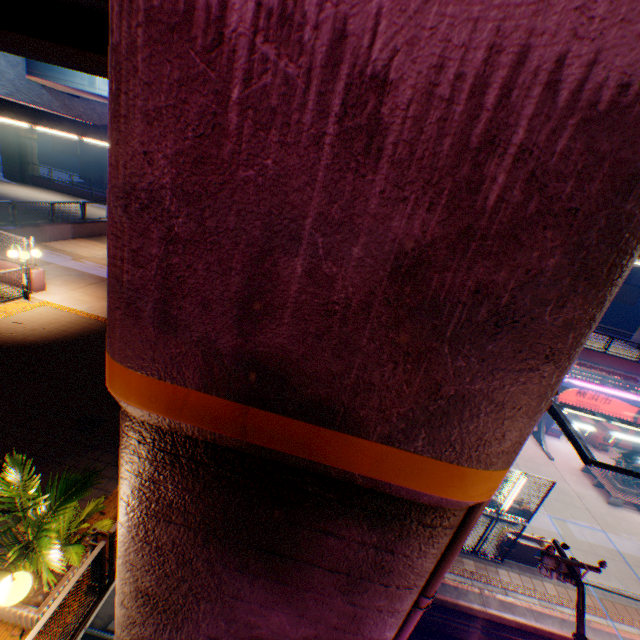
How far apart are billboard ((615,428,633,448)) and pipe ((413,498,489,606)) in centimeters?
3060cm

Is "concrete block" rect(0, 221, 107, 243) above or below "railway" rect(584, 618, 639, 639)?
above

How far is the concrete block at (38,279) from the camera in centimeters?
1284cm

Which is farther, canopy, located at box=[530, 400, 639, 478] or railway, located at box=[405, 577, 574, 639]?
railway, located at box=[405, 577, 574, 639]

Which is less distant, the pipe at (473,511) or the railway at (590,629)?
the pipe at (473,511)

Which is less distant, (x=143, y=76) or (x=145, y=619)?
(x=143, y=76)

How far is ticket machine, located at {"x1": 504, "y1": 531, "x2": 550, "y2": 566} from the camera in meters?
13.9 m

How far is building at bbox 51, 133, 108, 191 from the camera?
42.6 meters
